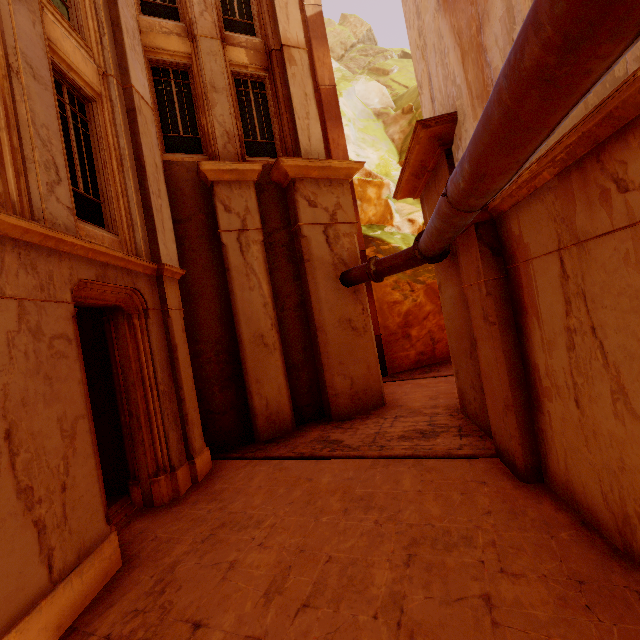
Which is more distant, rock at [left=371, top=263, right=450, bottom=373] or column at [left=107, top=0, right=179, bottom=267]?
rock at [left=371, top=263, right=450, bottom=373]

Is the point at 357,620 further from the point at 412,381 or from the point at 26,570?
the point at 412,381

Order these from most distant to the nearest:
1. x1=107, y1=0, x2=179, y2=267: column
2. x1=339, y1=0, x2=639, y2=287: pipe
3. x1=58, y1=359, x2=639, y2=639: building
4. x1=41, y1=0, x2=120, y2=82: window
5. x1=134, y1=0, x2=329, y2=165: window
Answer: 1. x1=134, y1=0, x2=329, y2=165: window
2. x1=107, y1=0, x2=179, y2=267: column
3. x1=41, y1=0, x2=120, y2=82: window
4. x1=58, y1=359, x2=639, y2=639: building
5. x1=339, y1=0, x2=639, y2=287: pipe

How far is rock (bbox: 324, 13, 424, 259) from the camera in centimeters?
1825cm

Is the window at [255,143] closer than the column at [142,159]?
No

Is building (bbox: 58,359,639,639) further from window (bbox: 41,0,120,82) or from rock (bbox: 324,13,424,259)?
window (bbox: 41,0,120,82)

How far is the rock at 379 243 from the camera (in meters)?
18.25
